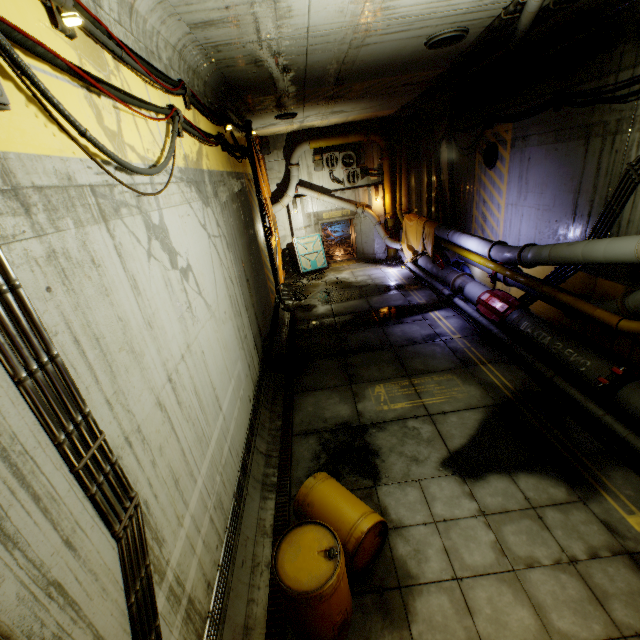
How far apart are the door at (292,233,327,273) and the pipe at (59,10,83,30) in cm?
1521

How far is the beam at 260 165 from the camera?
12.72m

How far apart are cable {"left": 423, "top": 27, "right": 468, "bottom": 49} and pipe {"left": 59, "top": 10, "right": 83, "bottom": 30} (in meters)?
6.42

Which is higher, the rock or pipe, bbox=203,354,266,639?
pipe, bbox=203,354,266,639

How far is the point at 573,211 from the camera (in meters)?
7.83

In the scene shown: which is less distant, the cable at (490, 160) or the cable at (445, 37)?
the cable at (445, 37)

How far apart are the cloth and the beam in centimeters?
639cm

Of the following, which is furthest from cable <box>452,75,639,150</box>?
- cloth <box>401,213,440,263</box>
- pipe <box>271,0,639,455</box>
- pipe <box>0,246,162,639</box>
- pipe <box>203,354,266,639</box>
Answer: pipe <box>203,354,266,639</box>
